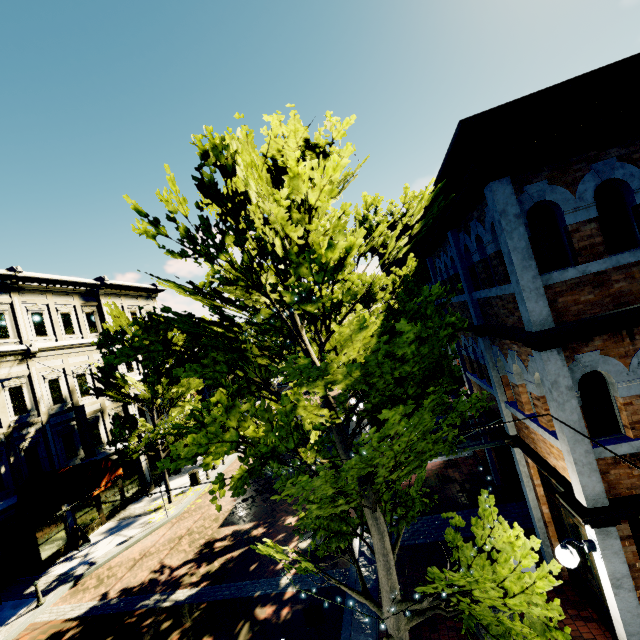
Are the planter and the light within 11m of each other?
yes

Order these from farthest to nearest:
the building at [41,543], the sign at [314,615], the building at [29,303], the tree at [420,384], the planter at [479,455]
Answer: the building at [29,303] → the building at [41,543] → the planter at [479,455] → the sign at [314,615] → the tree at [420,384]

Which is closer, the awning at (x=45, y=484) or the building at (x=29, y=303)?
the awning at (x=45, y=484)

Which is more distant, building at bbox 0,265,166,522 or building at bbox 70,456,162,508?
building at bbox 70,456,162,508

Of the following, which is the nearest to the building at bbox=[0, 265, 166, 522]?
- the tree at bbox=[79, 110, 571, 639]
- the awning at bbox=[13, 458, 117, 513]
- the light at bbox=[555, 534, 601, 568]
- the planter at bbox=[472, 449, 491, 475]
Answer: the awning at bbox=[13, 458, 117, 513]

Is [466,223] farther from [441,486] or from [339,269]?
[441,486]

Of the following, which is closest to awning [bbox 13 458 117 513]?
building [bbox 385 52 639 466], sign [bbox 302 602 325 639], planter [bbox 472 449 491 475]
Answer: building [bbox 385 52 639 466]

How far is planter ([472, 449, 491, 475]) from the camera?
12.3 meters
